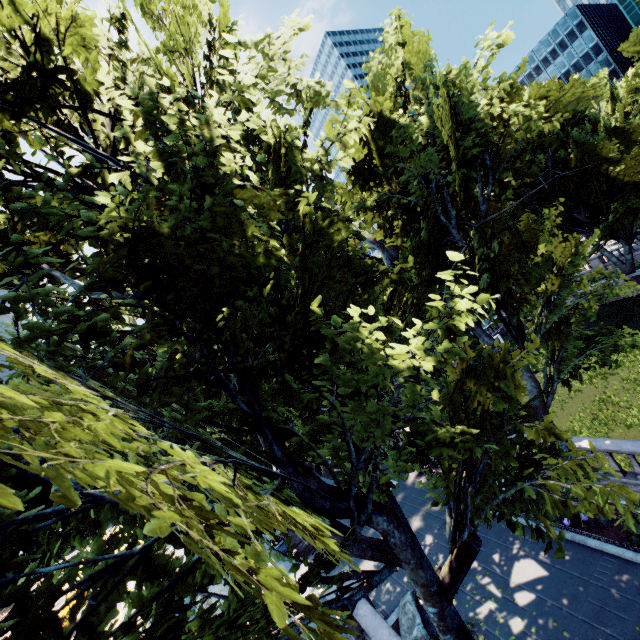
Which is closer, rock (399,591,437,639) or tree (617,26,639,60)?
rock (399,591,437,639)

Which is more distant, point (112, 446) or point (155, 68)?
point (155, 68)

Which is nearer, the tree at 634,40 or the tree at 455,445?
the tree at 455,445

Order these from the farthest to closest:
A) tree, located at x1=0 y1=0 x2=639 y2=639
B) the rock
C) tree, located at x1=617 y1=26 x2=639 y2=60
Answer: tree, located at x1=617 y1=26 x2=639 y2=60, the rock, tree, located at x1=0 y1=0 x2=639 y2=639

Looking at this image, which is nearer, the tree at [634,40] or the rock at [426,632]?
the rock at [426,632]

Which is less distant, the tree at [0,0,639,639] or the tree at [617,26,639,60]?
the tree at [0,0,639,639]

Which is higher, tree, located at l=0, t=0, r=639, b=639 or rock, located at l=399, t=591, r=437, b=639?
tree, located at l=0, t=0, r=639, b=639
